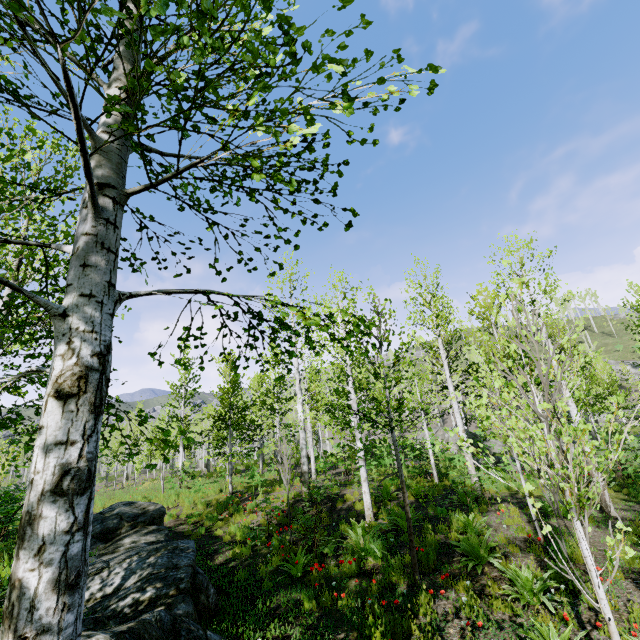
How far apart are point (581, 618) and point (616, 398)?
4.0 meters

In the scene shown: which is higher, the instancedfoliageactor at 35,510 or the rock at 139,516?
the instancedfoliageactor at 35,510

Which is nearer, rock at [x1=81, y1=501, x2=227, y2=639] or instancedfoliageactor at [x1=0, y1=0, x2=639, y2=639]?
instancedfoliageactor at [x1=0, y1=0, x2=639, y2=639]

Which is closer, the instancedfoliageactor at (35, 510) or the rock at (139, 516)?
the instancedfoliageactor at (35, 510)

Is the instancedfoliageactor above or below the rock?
above
